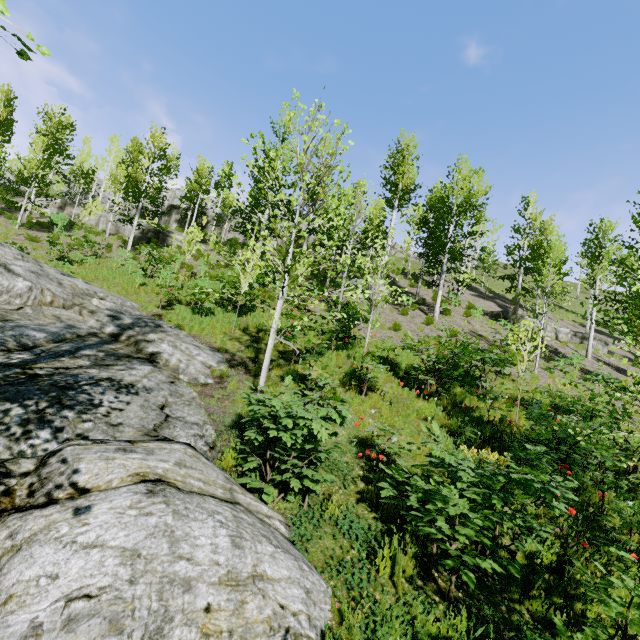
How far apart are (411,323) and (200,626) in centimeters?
1536cm

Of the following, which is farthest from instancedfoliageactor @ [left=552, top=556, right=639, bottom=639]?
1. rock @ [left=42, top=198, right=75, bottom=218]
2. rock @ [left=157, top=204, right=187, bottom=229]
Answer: rock @ [left=157, top=204, right=187, bottom=229]

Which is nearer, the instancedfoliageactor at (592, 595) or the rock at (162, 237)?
the instancedfoliageactor at (592, 595)

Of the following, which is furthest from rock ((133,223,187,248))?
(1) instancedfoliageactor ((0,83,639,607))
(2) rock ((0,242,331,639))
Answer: (2) rock ((0,242,331,639))

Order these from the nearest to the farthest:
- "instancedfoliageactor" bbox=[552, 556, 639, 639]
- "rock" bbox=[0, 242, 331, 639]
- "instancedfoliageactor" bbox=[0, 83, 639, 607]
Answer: "rock" bbox=[0, 242, 331, 639]
"instancedfoliageactor" bbox=[552, 556, 639, 639]
"instancedfoliageactor" bbox=[0, 83, 639, 607]

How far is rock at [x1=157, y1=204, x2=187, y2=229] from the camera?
37.56m
